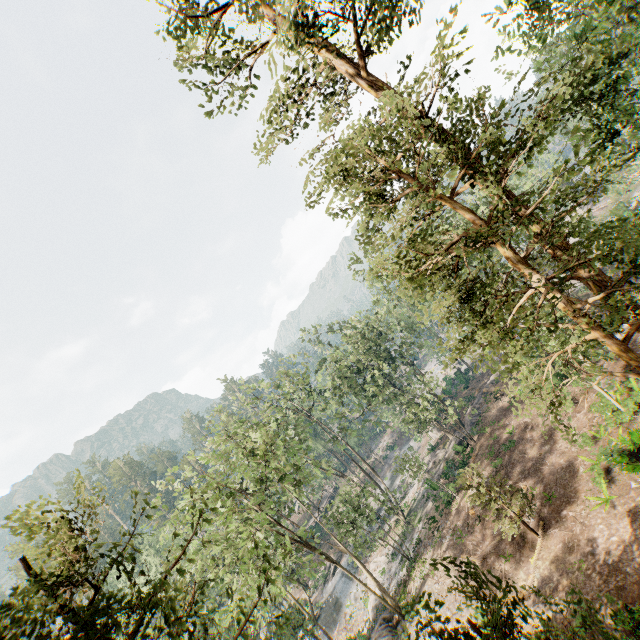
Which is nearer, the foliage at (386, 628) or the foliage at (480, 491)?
the foliage at (480, 491)

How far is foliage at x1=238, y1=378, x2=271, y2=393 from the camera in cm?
3194

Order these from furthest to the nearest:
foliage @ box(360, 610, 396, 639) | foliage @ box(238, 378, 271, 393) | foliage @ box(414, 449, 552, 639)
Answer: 1. foliage @ box(238, 378, 271, 393)
2. foliage @ box(360, 610, 396, 639)
3. foliage @ box(414, 449, 552, 639)

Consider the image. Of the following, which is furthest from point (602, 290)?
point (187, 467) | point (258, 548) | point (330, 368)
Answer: point (330, 368)

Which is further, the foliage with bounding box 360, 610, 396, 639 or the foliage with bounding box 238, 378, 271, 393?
the foliage with bounding box 238, 378, 271, 393
